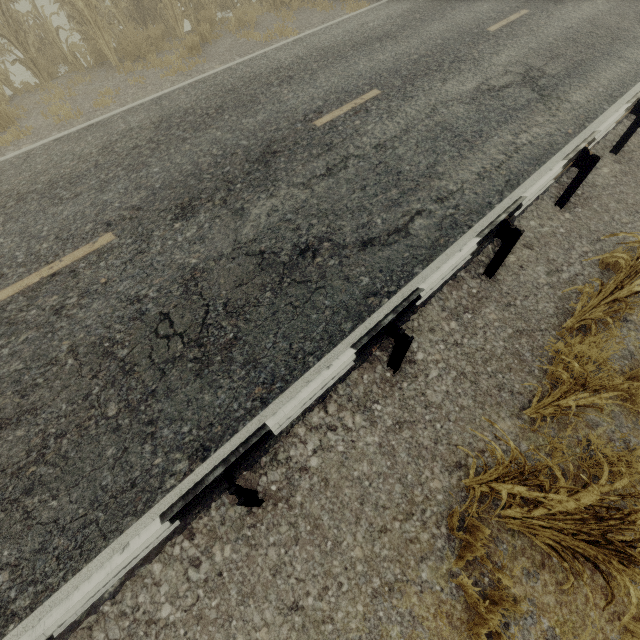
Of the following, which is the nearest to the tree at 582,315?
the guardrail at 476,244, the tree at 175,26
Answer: the guardrail at 476,244

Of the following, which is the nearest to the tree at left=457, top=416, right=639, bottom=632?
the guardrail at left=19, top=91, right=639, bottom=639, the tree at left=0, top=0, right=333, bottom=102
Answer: the guardrail at left=19, top=91, right=639, bottom=639

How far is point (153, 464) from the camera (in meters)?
3.23

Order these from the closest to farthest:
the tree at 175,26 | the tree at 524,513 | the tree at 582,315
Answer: the tree at 524,513 < the tree at 582,315 < the tree at 175,26

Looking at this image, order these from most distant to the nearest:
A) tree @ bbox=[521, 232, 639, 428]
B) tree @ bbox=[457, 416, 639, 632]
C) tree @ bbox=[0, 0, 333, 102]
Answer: tree @ bbox=[0, 0, 333, 102]
tree @ bbox=[521, 232, 639, 428]
tree @ bbox=[457, 416, 639, 632]

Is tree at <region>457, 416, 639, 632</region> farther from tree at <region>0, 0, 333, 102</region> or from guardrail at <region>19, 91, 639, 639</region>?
tree at <region>0, 0, 333, 102</region>
